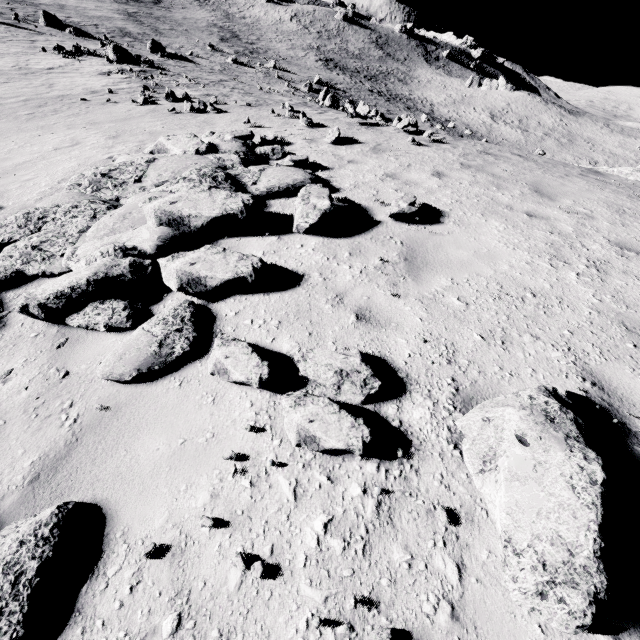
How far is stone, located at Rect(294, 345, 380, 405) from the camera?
2.5m

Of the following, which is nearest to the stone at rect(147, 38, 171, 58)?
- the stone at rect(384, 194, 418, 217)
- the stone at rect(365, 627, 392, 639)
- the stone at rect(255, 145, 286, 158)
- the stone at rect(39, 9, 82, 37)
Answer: the stone at rect(39, 9, 82, 37)

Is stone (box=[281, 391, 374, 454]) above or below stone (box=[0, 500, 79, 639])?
above

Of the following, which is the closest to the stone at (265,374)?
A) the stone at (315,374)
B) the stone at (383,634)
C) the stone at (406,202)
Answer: the stone at (315,374)

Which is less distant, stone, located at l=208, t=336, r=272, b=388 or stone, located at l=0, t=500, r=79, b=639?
stone, located at l=0, t=500, r=79, b=639

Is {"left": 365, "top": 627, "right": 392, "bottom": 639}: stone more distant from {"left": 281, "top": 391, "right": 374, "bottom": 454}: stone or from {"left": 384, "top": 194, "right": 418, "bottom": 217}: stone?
{"left": 384, "top": 194, "right": 418, "bottom": 217}: stone

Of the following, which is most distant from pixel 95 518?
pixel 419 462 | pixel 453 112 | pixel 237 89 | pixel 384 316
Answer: pixel 453 112

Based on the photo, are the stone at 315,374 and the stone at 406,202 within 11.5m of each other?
yes
